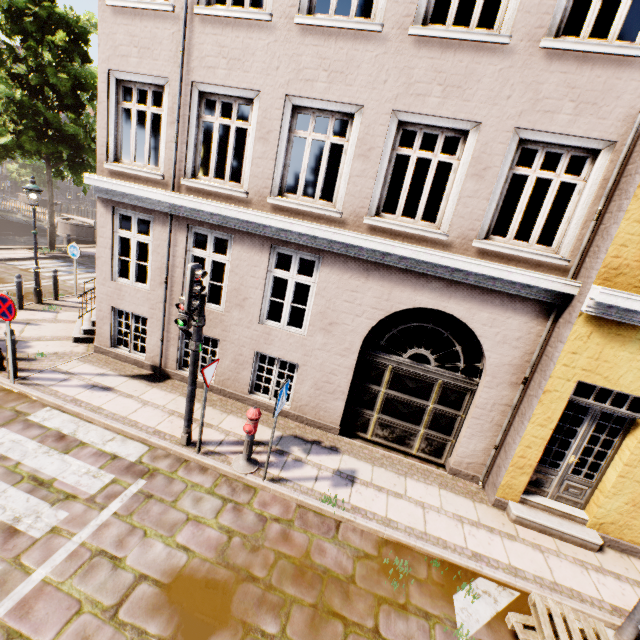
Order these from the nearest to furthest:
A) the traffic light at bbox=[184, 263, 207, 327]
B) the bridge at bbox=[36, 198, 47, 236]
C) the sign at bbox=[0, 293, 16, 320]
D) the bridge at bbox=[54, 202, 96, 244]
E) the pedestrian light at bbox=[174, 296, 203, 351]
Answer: the traffic light at bbox=[184, 263, 207, 327]
the pedestrian light at bbox=[174, 296, 203, 351]
the sign at bbox=[0, 293, 16, 320]
the bridge at bbox=[54, 202, 96, 244]
the bridge at bbox=[36, 198, 47, 236]

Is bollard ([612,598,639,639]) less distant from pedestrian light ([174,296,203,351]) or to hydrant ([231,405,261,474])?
hydrant ([231,405,261,474])

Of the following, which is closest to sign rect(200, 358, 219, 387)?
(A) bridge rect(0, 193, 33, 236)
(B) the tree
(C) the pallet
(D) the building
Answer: (D) the building

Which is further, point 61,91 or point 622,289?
point 61,91

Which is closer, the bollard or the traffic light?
the bollard

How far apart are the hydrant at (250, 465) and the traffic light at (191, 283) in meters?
1.6 m

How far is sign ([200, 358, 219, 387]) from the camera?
5.3m

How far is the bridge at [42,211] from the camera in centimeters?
2459cm
